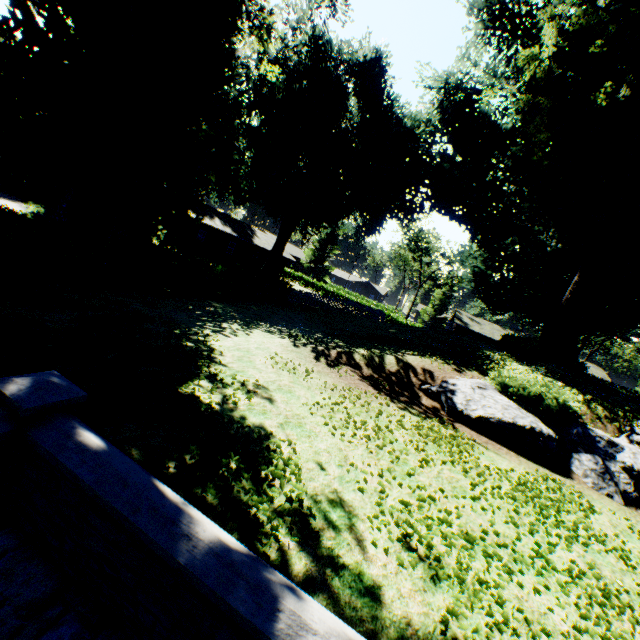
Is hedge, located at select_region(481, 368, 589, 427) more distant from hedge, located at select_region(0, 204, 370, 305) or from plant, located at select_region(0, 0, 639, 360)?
hedge, located at select_region(0, 204, 370, 305)

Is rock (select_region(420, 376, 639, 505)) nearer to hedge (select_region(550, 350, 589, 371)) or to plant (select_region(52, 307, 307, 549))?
plant (select_region(52, 307, 307, 549))

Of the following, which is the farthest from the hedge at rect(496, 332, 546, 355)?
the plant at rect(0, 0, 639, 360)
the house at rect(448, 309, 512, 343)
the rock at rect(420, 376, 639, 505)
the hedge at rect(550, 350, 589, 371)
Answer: the house at rect(448, 309, 512, 343)

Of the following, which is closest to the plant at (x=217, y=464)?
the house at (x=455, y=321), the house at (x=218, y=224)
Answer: the house at (x=455, y=321)

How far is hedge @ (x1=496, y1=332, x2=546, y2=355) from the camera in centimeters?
1944cm

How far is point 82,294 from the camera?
10.4 meters

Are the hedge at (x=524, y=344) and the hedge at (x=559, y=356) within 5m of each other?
yes

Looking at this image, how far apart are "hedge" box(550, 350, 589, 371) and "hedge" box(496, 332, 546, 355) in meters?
2.8
